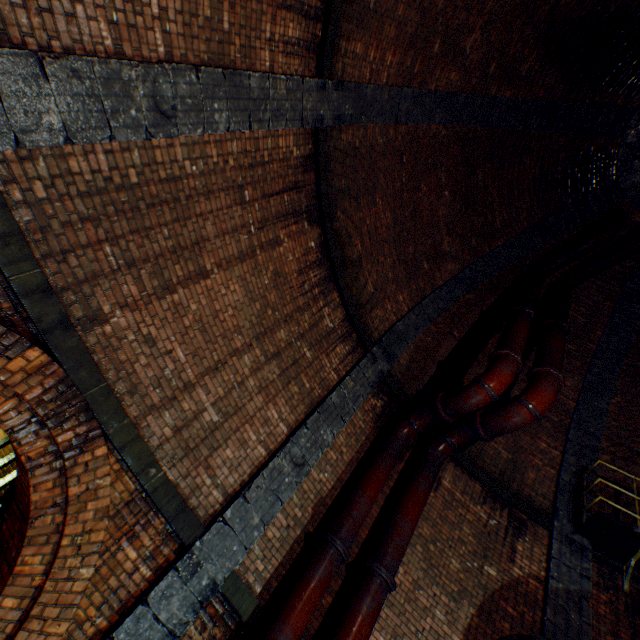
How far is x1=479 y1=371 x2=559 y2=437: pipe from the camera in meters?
5.9 m

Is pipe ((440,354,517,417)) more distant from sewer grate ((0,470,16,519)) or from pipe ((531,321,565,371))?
sewer grate ((0,470,16,519))

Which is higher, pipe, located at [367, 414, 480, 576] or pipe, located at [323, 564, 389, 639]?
pipe, located at [367, 414, 480, 576]

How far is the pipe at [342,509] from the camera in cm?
516

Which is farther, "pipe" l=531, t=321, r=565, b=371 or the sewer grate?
"pipe" l=531, t=321, r=565, b=371

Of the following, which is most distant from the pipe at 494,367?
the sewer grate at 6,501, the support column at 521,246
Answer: the sewer grate at 6,501

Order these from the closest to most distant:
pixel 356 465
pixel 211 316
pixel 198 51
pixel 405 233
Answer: pixel 198 51, pixel 211 316, pixel 356 465, pixel 405 233
